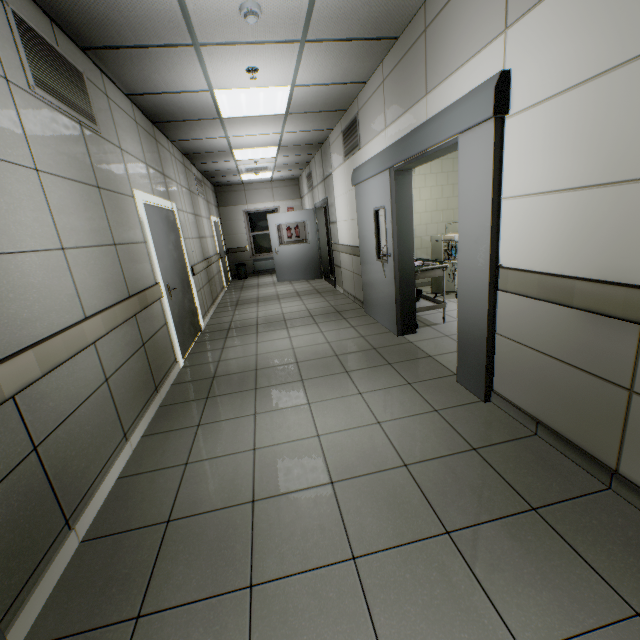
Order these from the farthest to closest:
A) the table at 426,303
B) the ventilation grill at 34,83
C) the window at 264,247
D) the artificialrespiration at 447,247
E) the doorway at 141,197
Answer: the window at 264,247
the artificialrespiration at 447,247
the table at 426,303
the doorway at 141,197
the ventilation grill at 34,83

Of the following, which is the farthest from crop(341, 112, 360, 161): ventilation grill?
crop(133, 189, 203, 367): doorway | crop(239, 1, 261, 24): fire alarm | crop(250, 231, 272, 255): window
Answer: crop(250, 231, 272, 255): window

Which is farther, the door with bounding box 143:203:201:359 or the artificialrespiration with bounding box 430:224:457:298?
the artificialrespiration with bounding box 430:224:457:298

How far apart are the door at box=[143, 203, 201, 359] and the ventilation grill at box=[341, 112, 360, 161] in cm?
303

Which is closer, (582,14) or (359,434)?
(582,14)

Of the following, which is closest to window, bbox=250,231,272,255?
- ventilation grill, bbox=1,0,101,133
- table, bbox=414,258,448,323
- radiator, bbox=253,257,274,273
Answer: radiator, bbox=253,257,274,273

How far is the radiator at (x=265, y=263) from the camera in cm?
1217

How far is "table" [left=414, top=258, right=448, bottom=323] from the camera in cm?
436
